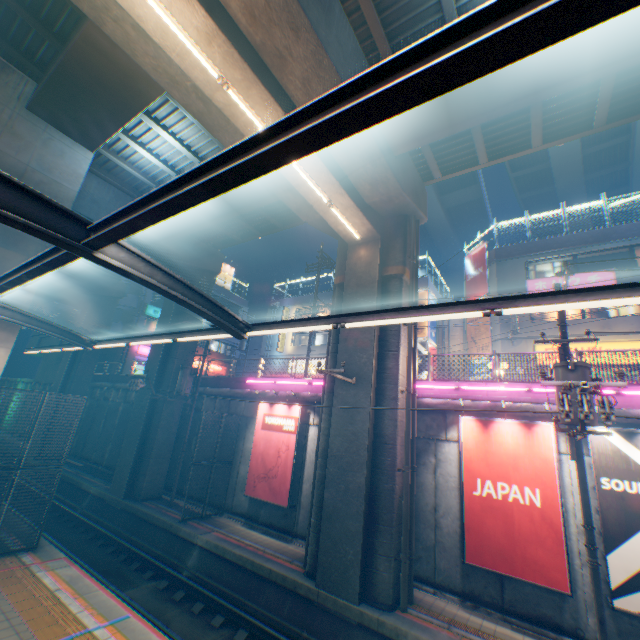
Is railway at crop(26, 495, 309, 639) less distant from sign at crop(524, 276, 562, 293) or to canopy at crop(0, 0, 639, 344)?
canopy at crop(0, 0, 639, 344)

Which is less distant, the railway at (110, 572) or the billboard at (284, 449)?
the railway at (110, 572)

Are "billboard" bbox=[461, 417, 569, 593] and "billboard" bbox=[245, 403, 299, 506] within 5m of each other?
no

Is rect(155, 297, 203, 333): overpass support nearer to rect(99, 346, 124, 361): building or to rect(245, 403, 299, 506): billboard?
rect(99, 346, 124, 361): building

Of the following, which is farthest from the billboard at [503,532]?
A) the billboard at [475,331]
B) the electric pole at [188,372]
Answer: the electric pole at [188,372]

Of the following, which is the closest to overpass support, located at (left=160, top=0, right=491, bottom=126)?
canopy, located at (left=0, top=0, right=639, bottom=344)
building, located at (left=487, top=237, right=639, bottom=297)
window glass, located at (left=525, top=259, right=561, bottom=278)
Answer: canopy, located at (left=0, top=0, right=639, bottom=344)

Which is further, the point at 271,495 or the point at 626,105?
the point at 271,495

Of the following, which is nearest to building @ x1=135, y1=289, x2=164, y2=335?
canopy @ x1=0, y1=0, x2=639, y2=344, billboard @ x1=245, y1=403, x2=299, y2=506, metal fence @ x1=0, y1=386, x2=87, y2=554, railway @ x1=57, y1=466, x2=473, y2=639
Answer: metal fence @ x1=0, y1=386, x2=87, y2=554
